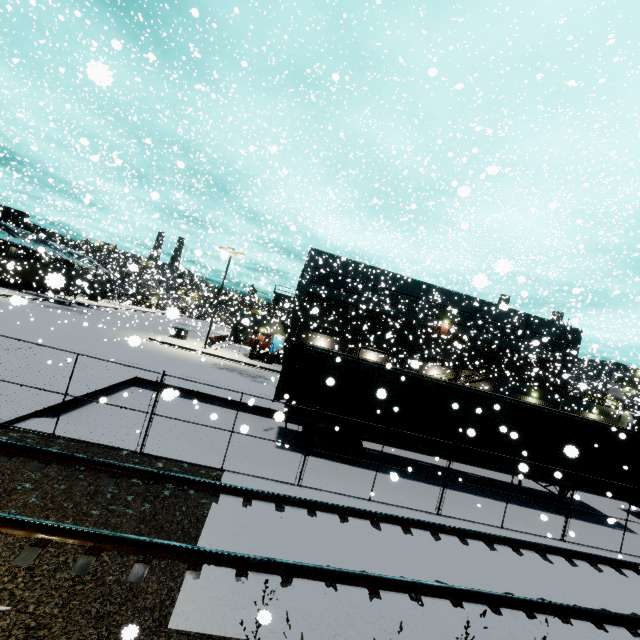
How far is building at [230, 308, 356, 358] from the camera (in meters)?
35.22

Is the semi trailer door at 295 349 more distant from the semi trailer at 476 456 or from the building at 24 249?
the building at 24 249

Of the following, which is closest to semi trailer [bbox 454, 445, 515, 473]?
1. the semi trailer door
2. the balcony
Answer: the semi trailer door

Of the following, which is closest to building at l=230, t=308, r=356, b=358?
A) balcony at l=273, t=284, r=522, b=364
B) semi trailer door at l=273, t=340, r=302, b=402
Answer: balcony at l=273, t=284, r=522, b=364

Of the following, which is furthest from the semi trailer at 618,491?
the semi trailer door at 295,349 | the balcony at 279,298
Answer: the balcony at 279,298

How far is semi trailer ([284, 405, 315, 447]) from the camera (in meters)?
12.04

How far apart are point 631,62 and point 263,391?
26.9 meters

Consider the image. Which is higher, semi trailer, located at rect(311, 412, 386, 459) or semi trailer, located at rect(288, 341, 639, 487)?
semi trailer, located at rect(288, 341, 639, 487)
